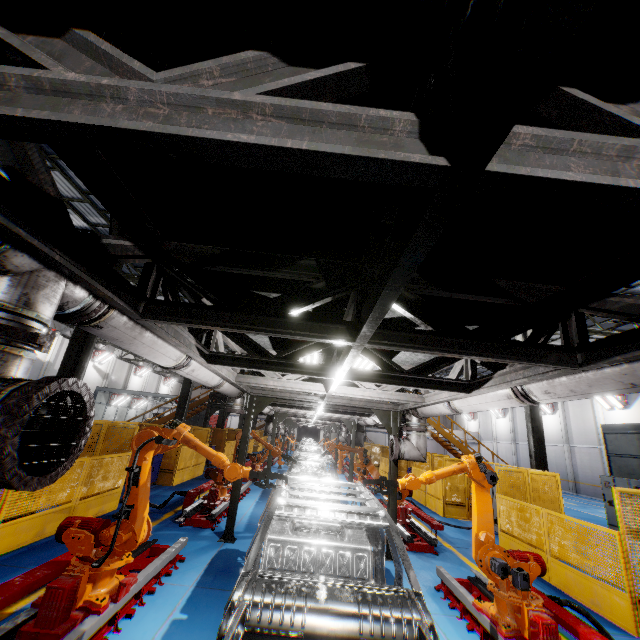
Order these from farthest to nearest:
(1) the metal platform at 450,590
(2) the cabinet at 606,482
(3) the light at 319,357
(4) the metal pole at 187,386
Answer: (4) the metal pole at 187,386
(2) the cabinet at 606,482
(3) the light at 319,357
(1) the metal platform at 450,590

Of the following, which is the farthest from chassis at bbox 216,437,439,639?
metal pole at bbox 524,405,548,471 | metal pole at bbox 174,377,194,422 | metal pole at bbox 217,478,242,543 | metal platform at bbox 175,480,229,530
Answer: metal pole at bbox 524,405,548,471

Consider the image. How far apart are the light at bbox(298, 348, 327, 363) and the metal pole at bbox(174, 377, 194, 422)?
11.5 meters

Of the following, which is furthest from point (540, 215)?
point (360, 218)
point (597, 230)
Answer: point (360, 218)

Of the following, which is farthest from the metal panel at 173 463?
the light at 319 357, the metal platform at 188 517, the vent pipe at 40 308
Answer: the light at 319 357

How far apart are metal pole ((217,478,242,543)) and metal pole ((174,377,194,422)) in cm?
834

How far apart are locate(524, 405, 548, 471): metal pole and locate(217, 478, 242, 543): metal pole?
10.41m

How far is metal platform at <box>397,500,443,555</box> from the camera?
8.23m
